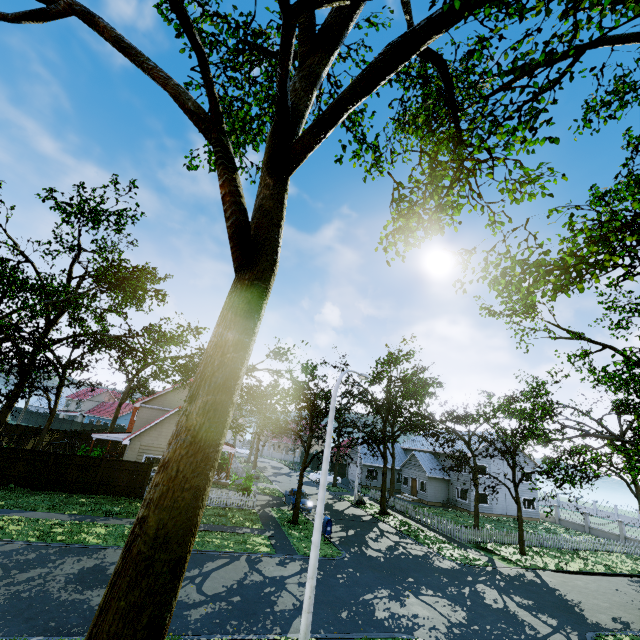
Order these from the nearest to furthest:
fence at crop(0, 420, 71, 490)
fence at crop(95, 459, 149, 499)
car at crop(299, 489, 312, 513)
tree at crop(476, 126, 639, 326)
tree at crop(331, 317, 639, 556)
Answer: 1. tree at crop(476, 126, 639, 326)
2. tree at crop(331, 317, 639, 556)
3. fence at crop(0, 420, 71, 490)
4. fence at crop(95, 459, 149, 499)
5. car at crop(299, 489, 312, 513)

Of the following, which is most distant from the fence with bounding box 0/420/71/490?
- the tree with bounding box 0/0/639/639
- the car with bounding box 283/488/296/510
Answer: the car with bounding box 283/488/296/510

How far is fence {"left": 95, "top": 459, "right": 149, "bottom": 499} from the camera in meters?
21.7

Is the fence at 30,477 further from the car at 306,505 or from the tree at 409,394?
the car at 306,505

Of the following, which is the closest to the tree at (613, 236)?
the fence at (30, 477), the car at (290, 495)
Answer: the fence at (30, 477)

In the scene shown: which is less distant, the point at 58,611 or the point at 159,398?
the point at 58,611
